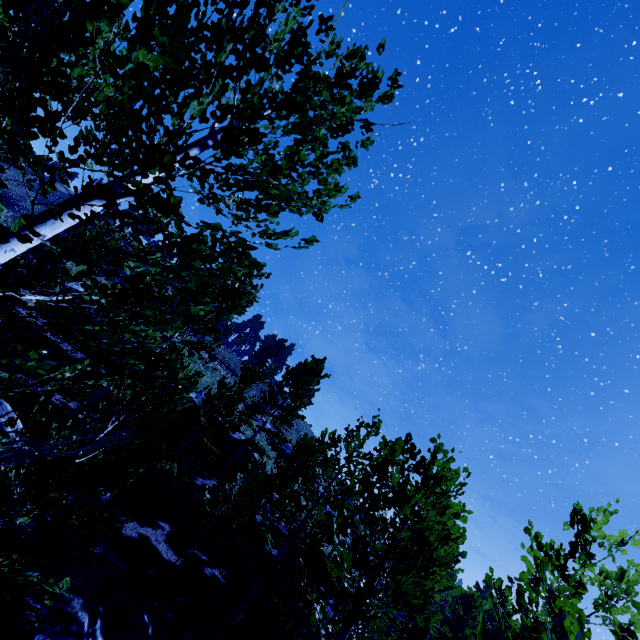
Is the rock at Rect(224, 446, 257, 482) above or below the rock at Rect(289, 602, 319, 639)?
above

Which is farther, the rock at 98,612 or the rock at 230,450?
the rock at 230,450

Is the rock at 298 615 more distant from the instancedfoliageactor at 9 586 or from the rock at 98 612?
the rock at 98 612

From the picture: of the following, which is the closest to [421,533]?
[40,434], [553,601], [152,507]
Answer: [553,601]

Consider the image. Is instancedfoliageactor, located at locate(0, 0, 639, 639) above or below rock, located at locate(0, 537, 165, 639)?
above

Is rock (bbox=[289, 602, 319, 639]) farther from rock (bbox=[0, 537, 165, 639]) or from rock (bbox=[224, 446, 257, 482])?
rock (bbox=[224, 446, 257, 482])

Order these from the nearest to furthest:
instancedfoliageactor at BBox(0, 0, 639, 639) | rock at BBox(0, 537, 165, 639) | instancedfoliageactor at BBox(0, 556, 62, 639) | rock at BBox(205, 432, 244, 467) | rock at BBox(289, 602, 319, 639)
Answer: instancedfoliageactor at BBox(0, 0, 639, 639) < instancedfoliageactor at BBox(0, 556, 62, 639) < rock at BBox(0, 537, 165, 639) < rock at BBox(289, 602, 319, 639) < rock at BBox(205, 432, 244, 467)

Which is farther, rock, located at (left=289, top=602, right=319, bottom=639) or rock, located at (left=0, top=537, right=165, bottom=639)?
rock, located at (left=289, top=602, right=319, bottom=639)
